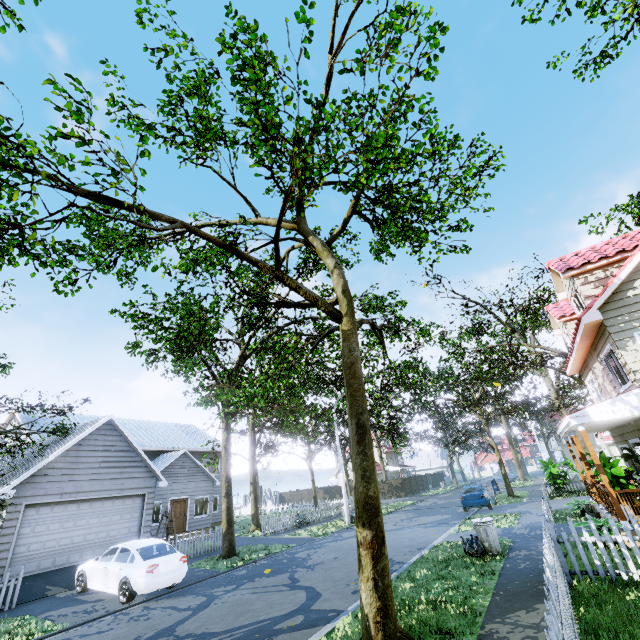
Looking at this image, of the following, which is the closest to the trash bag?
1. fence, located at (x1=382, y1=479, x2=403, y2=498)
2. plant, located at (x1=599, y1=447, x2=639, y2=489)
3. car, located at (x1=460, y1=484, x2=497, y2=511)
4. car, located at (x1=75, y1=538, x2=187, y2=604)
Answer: fence, located at (x1=382, y1=479, x2=403, y2=498)

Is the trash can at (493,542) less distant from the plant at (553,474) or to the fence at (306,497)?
the fence at (306,497)

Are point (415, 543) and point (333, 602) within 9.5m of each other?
yes

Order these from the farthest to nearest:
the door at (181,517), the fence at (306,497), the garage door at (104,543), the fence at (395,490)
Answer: the fence at (395,490) → the door at (181,517) → the fence at (306,497) → the garage door at (104,543)

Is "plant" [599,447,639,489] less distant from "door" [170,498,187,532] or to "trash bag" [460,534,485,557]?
"trash bag" [460,534,485,557]

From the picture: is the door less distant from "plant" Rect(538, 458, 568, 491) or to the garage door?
the garage door

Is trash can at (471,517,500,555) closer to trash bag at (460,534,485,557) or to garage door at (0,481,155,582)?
trash bag at (460,534,485,557)

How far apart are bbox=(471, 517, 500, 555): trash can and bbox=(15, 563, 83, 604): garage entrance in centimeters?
1374cm
